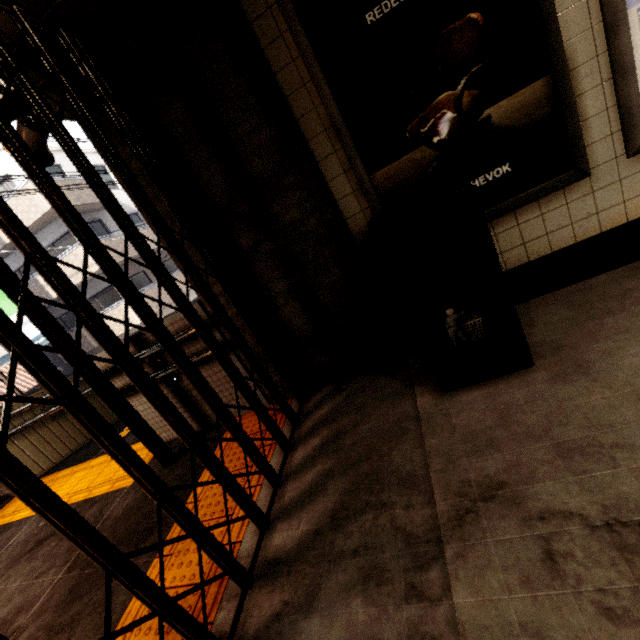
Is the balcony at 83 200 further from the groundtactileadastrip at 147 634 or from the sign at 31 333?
the groundtactileadastrip at 147 634

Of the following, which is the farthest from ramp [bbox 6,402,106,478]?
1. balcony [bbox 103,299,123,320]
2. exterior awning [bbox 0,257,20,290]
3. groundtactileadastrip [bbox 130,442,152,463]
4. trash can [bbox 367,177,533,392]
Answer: balcony [bbox 103,299,123,320]

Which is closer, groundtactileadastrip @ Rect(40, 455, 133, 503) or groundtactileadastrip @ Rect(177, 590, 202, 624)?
groundtactileadastrip @ Rect(177, 590, 202, 624)

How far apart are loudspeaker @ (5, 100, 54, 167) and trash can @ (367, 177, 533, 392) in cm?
223

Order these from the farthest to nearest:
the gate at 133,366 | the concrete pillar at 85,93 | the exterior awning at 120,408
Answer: the exterior awning at 120,408 < the concrete pillar at 85,93 < the gate at 133,366

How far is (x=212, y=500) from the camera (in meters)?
2.31

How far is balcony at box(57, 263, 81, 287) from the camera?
14.9m

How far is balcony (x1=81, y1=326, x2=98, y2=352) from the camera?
16.4m
